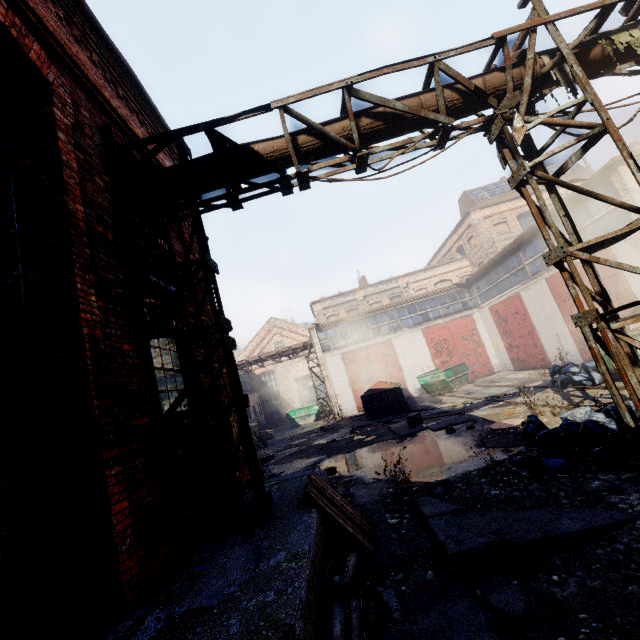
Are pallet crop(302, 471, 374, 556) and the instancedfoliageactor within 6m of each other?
yes

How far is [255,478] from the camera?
4.19m

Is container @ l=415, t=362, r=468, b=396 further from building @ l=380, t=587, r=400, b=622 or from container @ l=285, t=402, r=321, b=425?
building @ l=380, t=587, r=400, b=622

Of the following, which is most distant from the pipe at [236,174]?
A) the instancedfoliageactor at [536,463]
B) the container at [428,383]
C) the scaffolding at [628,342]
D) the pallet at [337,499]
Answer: the container at [428,383]

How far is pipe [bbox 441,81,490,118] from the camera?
4.94m

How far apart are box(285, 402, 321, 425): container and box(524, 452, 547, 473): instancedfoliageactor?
20.3 meters

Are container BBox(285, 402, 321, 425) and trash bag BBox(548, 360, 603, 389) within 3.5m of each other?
no

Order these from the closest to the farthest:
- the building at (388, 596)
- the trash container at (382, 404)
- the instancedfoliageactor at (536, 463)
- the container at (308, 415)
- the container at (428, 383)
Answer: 1. the building at (388, 596)
2. the instancedfoliageactor at (536, 463)
3. the trash container at (382, 404)
4. the container at (428, 383)
5. the container at (308, 415)
